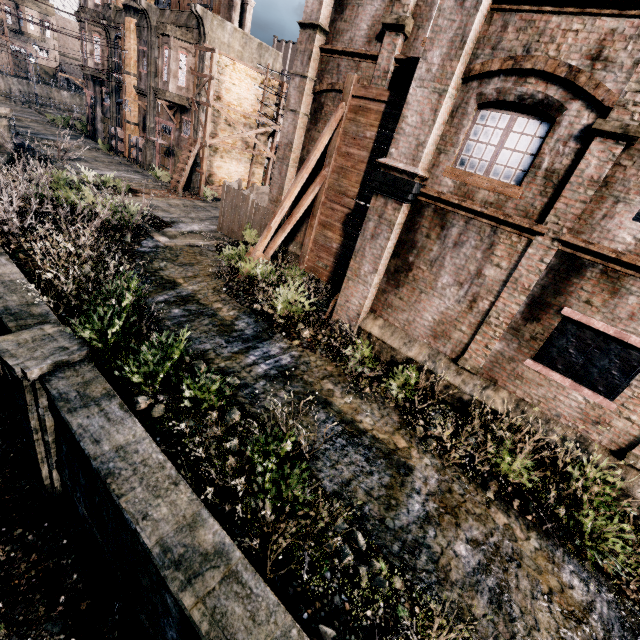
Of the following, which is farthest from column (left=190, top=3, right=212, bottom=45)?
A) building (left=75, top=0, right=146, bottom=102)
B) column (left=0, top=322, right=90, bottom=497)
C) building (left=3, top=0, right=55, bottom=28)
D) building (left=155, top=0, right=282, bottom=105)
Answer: building (left=3, top=0, right=55, bottom=28)

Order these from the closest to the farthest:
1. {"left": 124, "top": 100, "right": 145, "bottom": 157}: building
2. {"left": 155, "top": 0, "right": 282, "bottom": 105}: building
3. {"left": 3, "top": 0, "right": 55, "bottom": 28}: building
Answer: {"left": 155, "top": 0, "right": 282, "bottom": 105}: building
{"left": 124, "top": 100, "right": 145, "bottom": 157}: building
{"left": 3, "top": 0, "right": 55, "bottom": 28}: building

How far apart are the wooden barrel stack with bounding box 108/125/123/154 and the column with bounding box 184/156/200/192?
11.1 meters

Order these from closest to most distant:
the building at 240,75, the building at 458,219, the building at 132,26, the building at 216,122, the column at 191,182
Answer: the building at 458,219 < the building at 240,75 < the building at 216,122 < the column at 191,182 < the building at 132,26

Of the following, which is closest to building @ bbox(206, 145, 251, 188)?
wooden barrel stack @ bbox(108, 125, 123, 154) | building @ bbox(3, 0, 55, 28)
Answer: wooden barrel stack @ bbox(108, 125, 123, 154)

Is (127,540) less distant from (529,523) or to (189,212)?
(529,523)

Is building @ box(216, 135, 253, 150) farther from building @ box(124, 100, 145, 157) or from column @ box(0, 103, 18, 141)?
column @ box(0, 103, 18, 141)

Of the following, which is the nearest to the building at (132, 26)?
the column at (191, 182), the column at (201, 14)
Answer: the column at (191, 182)
